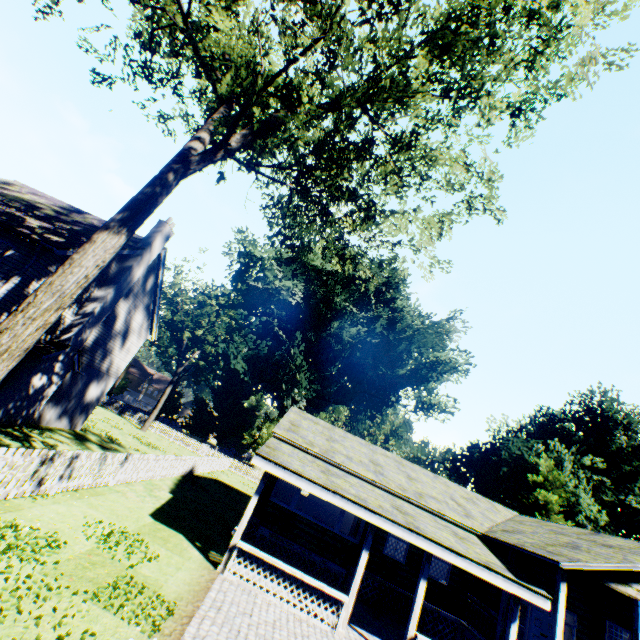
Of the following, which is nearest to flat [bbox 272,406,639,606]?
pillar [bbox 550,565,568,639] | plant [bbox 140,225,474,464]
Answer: pillar [bbox 550,565,568,639]

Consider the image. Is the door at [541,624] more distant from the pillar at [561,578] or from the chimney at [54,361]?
the chimney at [54,361]

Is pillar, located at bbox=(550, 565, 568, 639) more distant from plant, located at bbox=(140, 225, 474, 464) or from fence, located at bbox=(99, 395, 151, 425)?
plant, located at bbox=(140, 225, 474, 464)

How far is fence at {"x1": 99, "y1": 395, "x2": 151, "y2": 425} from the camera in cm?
3856

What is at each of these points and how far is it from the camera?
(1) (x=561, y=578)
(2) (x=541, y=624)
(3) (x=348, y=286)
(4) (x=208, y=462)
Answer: (1) pillar, 10.2 meters
(2) door, 12.8 meters
(3) plant, 45.7 meters
(4) fence, 26.8 meters

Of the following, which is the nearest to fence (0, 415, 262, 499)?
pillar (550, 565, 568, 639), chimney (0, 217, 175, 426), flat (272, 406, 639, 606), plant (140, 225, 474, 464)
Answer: plant (140, 225, 474, 464)

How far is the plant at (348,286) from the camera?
38.6m

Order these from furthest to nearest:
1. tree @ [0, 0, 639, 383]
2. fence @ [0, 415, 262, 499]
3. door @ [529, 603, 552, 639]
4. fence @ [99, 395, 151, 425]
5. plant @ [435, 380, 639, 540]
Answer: fence @ [99, 395, 151, 425] → plant @ [435, 380, 639, 540] → door @ [529, 603, 552, 639] → fence @ [0, 415, 262, 499] → tree @ [0, 0, 639, 383]
